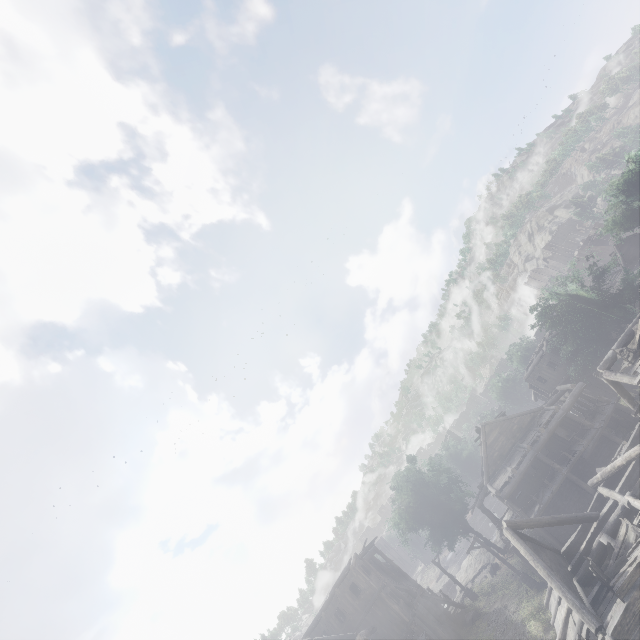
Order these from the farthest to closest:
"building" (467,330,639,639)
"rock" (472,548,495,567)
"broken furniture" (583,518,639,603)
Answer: "rock" (472,548,495,567)
"building" (467,330,639,639)
"broken furniture" (583,518,639,603)

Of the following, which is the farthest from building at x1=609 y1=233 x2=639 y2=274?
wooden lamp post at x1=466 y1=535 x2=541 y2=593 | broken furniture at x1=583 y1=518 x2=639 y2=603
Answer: wooden lamp post at x1=466 y1=535 x2=541 y2=593

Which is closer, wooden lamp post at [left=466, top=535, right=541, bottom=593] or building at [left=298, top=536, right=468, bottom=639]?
wooden lamp post at [left=466, top=535, right=541, bottom=593]

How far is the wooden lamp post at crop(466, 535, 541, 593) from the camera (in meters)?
23.33

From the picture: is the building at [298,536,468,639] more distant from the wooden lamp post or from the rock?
the wooden lamp post

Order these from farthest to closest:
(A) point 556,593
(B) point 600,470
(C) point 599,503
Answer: (B) point 600,470 → (C) point 599,503 → (A) point 556,593

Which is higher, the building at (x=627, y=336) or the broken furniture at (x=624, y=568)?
the building at (x=627, y=336)

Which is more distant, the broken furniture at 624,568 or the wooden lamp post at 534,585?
the wooden lamp post at 534,585
